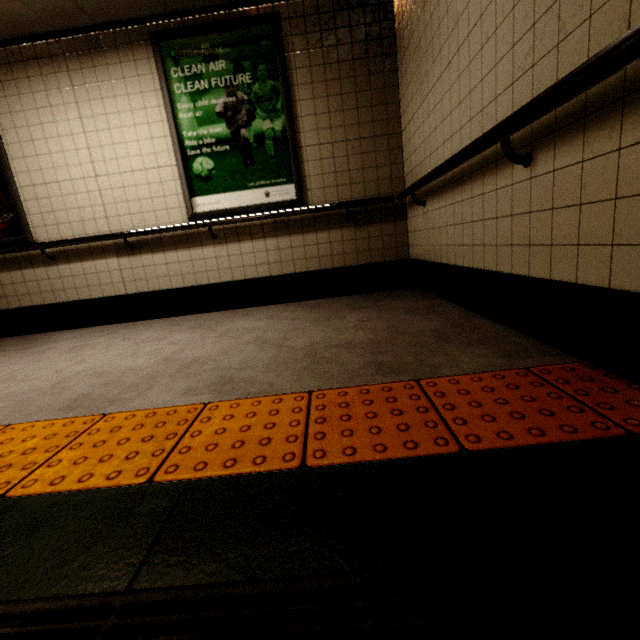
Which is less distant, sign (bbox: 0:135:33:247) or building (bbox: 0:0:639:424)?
building (bbox: 0:0:639:424)

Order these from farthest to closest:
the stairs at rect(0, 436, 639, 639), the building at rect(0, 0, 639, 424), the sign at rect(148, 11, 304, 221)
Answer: the sign at rect(148, 11, 304, 221) → the building at rect(0, 0, 639, 424) → the stairs at rect(0, 436, 639, 639)

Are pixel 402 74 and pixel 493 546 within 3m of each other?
no

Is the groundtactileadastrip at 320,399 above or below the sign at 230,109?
below

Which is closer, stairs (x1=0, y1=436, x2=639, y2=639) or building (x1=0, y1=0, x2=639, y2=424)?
stairs (x1=0, y1=436, x2=639, y2=639)

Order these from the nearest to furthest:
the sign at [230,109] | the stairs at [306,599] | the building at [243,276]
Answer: the stairs at [306,599] < the building at [243,276] < the sign at [230,109]

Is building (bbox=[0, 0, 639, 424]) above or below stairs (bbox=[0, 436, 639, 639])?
above

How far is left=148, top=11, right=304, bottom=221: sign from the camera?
3.15m
